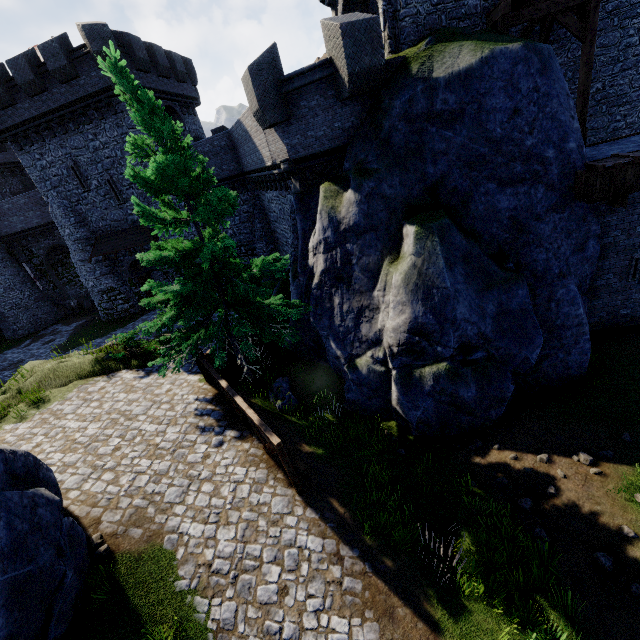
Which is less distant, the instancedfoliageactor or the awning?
the instancedfoliageactor

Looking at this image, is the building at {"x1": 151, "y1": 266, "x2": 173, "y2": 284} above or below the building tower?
below

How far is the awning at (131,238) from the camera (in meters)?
23.62

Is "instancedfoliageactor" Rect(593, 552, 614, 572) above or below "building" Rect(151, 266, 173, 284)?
below

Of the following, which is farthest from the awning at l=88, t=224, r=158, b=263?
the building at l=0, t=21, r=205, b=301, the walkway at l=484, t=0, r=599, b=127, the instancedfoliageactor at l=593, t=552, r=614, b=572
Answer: the instancedfoliageactor at l=593, t=552, r=614, b=572

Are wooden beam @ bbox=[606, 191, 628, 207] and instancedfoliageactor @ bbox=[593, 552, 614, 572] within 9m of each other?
yes

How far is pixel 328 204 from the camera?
11.51m

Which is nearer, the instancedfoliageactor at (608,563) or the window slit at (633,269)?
the instancedfoliageactor at (608,563)
